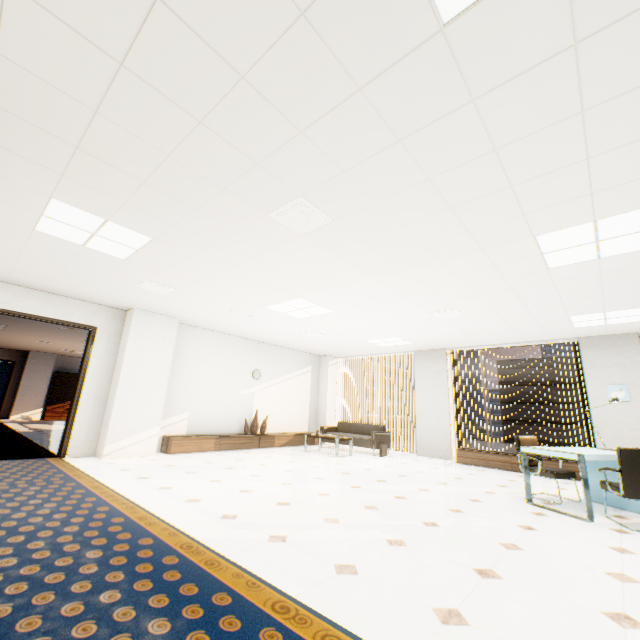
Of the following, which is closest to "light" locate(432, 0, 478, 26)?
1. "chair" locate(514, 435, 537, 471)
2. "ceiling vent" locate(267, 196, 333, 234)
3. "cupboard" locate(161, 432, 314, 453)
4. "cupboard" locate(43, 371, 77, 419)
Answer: "ceiling vent" locate(267, 196, 333, 234)

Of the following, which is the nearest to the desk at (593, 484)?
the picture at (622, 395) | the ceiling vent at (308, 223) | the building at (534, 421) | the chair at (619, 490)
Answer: the chair at (619, 490)

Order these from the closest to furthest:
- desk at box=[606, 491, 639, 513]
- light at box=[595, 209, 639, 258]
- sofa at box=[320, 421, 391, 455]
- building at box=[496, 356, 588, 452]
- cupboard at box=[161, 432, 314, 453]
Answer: light at box=[595, 209, 639, 258]
desk at box=[606, 491, 639, 513]
cupboard at box=[161, 432, 314, 453]
sofa at box=[320, 421, 391, 455]
building at box=[496, 356, 588, 452]

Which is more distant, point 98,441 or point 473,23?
point 98,441

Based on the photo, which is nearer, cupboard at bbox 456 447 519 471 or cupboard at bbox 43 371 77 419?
cupboard at bbox 456 447 519 471

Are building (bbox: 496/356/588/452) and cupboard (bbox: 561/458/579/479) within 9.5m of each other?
no

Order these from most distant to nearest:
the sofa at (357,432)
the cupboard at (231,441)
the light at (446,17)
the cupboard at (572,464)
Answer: the sofa at (357,432)
the cupboard at (231,441)
the cupboard at (572,464)
the light at (446,17)

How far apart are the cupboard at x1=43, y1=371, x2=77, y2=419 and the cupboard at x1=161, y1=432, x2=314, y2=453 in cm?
1156
